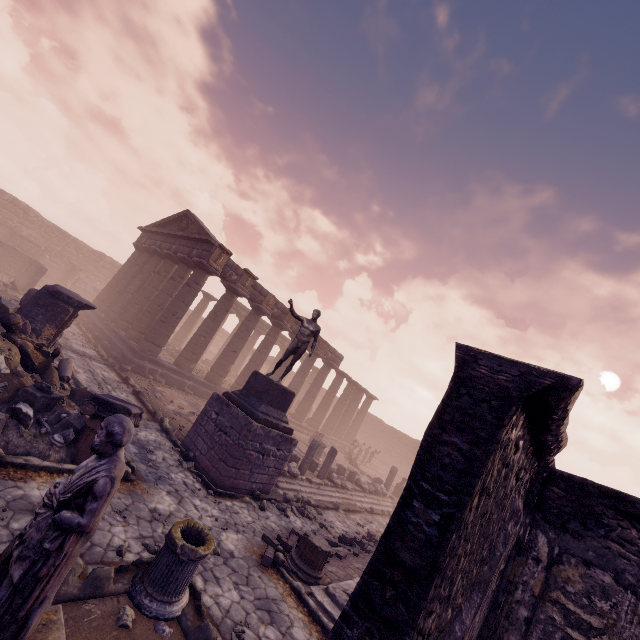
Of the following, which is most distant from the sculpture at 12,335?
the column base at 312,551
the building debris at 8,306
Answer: the column base at 312,551

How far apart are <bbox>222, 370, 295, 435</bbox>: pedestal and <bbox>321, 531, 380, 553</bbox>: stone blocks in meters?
2.9

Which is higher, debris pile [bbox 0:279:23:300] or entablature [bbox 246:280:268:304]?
entablature [bbox 246:280:268:304]

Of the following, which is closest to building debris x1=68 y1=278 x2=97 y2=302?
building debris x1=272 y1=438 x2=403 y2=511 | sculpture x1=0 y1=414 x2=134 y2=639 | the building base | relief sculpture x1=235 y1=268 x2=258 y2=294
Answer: the building base

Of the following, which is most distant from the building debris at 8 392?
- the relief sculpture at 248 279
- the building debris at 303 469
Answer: the relief sculpture at 248 279

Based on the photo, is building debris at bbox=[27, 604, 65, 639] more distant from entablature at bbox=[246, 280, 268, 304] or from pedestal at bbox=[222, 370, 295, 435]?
entablature at bbox=[246, 280, 268, 304]

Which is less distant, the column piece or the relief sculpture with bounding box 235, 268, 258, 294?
the column piece

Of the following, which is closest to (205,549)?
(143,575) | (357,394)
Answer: (143,575)
